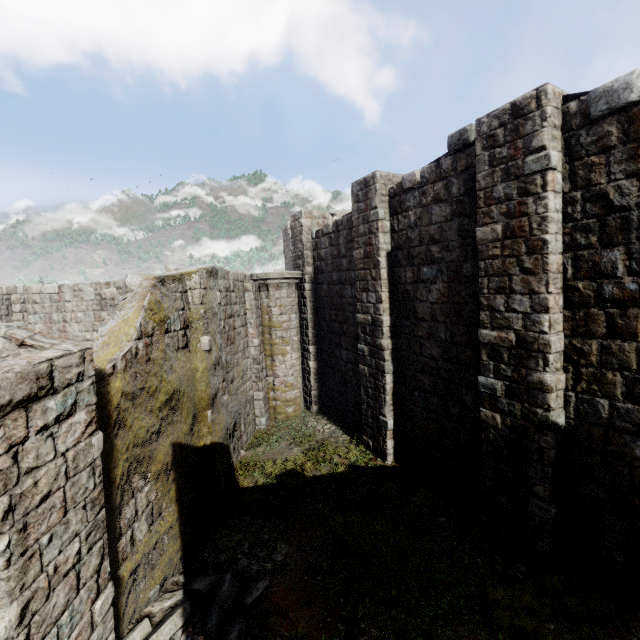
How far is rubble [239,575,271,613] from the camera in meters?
5.6

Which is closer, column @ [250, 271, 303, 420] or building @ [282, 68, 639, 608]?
building @ [282, 68, 639, 608]

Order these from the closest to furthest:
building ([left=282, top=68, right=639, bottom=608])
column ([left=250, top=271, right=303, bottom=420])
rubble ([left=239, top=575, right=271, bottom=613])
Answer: building ([left=282, top=68, right=639, bottom=608]) → rubble ([left=239, top=575, right=271, bottom=613]) → column ([left=250, top=271, right=303, bottom=420])

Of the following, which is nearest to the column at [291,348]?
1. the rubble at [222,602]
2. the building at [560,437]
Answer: the building at [560,437]

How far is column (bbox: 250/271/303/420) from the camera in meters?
13.1

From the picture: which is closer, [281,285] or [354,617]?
[354,617]

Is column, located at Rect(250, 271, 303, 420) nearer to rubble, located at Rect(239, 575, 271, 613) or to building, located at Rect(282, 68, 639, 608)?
building, located at Rect(282, 68, 639, 608)
